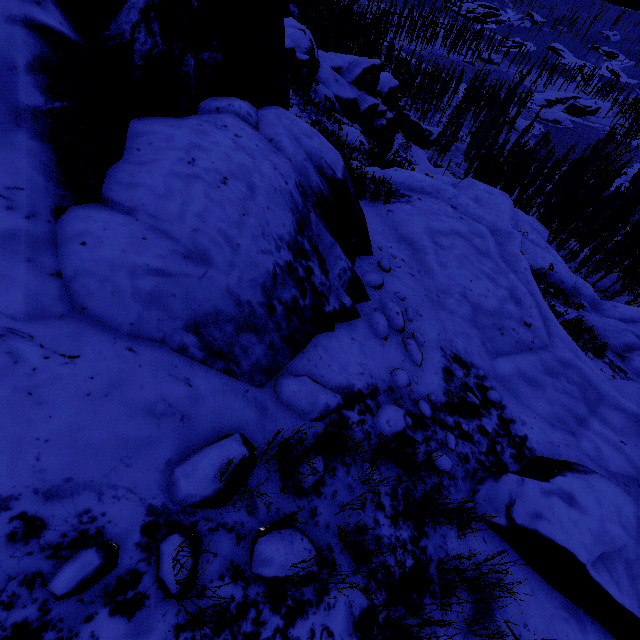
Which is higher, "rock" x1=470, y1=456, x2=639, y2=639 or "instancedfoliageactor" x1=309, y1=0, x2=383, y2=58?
"rock" x1=470, y1=456, x2=639, y2=639

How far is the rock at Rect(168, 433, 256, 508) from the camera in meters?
1.7 m

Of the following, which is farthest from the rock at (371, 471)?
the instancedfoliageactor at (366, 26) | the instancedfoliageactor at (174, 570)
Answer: the instancedfoliageactor at (366, 26)

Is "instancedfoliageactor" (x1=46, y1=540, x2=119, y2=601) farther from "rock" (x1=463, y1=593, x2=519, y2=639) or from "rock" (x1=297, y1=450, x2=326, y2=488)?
"rock" (x1=463, y1=593, x2=519, y2=639)

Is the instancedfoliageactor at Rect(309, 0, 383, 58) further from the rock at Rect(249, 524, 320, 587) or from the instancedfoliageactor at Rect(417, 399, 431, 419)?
the instancedfoliageactor at Rect(417, 399, 431, 419)

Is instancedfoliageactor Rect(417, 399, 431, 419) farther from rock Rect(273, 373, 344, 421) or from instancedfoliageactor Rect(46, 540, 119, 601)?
instancedfoliageactor Rect(46, 540, 119, 601)

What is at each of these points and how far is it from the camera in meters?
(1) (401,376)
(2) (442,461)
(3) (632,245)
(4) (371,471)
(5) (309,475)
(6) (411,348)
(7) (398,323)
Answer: (1) rock, 3.6
(2) instancedfoliageactor, 3.1
(3) instancedfoliageactor, 32.0
(4) rock, 2.3
(5) rock, 1.9
(6) rock, 4.1
(7) rock, 4.4
